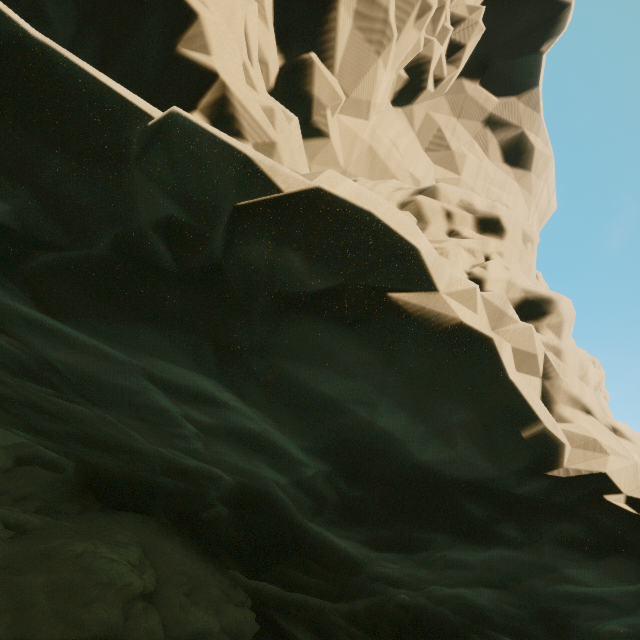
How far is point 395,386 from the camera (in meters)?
3.96
